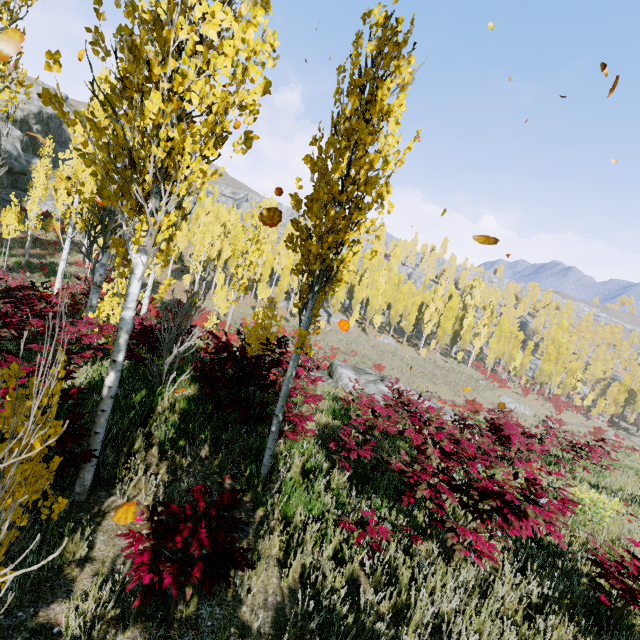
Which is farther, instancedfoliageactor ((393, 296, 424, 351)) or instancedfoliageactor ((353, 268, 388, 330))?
instancedfoliageactor ((353, 268, 388, 330))

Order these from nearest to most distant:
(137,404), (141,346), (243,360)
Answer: (137,404) → (243,360) → (141,346)

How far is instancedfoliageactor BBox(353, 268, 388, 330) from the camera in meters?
51.9

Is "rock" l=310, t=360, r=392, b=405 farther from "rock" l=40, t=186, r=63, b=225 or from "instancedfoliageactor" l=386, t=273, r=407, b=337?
"rock" l=40, t=186, r=63, b=225

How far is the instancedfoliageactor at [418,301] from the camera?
51.34m

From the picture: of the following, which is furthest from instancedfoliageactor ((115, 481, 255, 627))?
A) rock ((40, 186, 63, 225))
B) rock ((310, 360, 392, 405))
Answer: rock ((40, 186, 63, 225))

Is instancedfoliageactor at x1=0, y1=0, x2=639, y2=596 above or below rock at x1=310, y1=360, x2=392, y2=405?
above

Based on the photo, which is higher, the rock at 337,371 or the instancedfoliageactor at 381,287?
the instancedfoliageactor at 381,287
